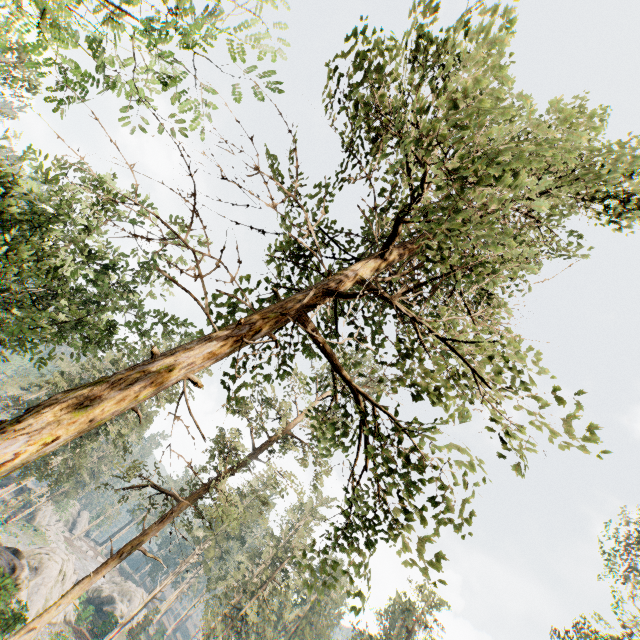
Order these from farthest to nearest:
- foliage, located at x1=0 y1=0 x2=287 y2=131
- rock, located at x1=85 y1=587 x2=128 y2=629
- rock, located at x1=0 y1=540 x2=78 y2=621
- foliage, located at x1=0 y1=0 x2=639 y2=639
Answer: rock, located at x1=85 y1=587 x2=128 y2=629, rock, located at x1=0 y1=540 x2=78 y2=621, foliage, located at x1=0 y1=0 x2=287 y2=131, foliage, located at x1=0 y1=0 x2=639 y2=639

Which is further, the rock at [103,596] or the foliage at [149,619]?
the foliage at [149,619]

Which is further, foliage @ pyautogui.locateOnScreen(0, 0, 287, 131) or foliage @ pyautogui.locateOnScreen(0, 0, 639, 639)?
foliage @ pyautogui.locateOnScreen(0, 0, 287, 131)

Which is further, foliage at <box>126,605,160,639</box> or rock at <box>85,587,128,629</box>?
foliage at <box>126,605,160,639</box>

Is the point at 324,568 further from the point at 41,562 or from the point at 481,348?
the point at 41,562

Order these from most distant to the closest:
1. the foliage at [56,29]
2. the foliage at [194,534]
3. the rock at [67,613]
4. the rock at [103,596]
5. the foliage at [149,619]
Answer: the foliage at [149,619], the rock at [103,596], the rock at [67,613], the foliage at [56,29], the foliage at [194,534]
